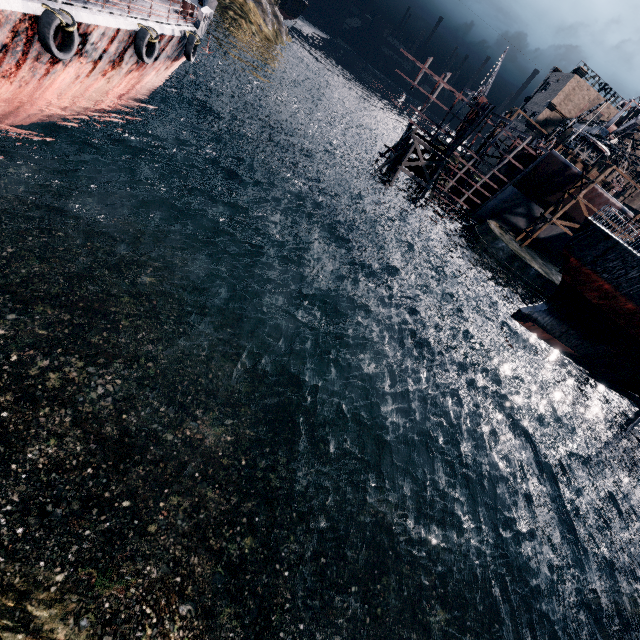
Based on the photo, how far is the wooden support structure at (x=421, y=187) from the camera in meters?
39.9

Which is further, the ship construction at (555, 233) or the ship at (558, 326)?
the ship construction at (555, 233)

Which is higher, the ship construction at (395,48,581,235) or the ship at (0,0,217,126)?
the ship construction at (395,48,581,235)

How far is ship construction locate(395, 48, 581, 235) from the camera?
36.9m

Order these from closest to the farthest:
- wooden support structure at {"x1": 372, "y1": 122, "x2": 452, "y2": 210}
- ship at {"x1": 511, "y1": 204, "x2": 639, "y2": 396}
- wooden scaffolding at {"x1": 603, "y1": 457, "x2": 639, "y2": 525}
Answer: ship at {"x1": 511, "y1": 204, "x2": 639, "y2": 396} < wooden scaffolding at {"x1": 603, "y1": 457, "x2": 639, "y2": 525} < wooden support structure at {"x1": 372, "y1": 122, "x2": 452, "y2": 210}

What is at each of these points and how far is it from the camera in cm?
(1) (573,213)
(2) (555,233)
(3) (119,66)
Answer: (1) ship construction, 3956
(2) ship construction, 4241
(3) ship, 1755
